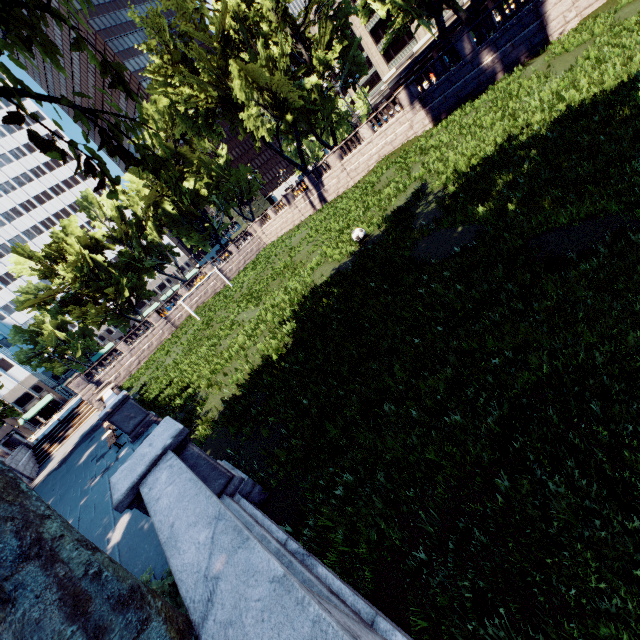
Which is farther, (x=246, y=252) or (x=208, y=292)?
(x=246, y=252)

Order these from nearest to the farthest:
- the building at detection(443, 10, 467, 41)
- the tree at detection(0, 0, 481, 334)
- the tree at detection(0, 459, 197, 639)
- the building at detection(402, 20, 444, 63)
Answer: the tree at detection(0, 459, 197, 639) < the tree at detection(0, 0, 481, 334) < the building at detection(443, 10, 467, 41) < the building at detection(402, 20, 444, 63)

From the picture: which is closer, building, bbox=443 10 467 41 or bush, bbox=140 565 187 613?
bush, bbox=140 565 187 613

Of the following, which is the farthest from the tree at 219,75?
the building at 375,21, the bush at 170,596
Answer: the building at 375,21

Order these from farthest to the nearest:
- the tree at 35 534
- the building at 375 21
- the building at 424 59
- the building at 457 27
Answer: the building at 375 21 < the building at 424 59 < the building at 457 27 < the tree at 35 534

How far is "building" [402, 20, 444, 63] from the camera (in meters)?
56.66

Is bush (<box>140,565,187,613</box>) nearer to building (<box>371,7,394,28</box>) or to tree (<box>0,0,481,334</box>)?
tree (<box>0,0,481,334</box>)
